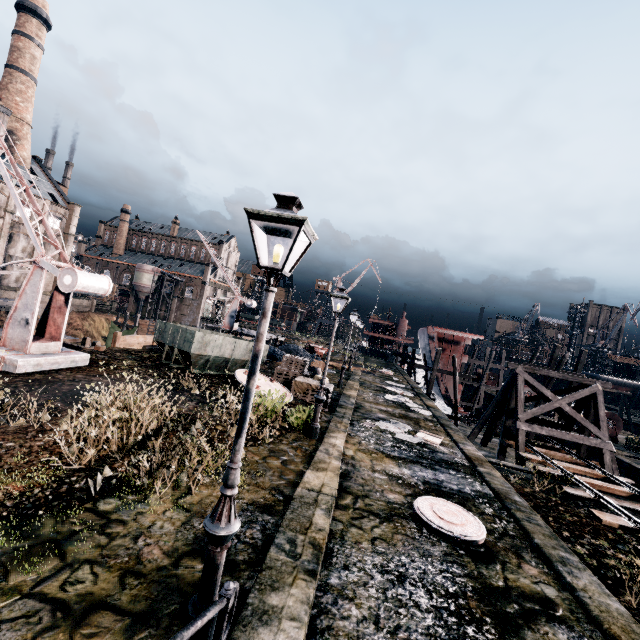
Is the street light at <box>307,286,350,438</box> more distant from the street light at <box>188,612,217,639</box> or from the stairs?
the stairs

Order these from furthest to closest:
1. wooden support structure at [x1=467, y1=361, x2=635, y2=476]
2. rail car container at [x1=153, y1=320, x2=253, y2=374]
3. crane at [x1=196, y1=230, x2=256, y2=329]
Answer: crane at [x1=196, y1=230, x2=256, y2=329], wooden support structure at [x1=467, y1=361, x2=635, y2=476], rail car container at [x1=153, y1=320, x2=253, y2=374]

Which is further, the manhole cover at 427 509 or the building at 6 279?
the building at 6 279

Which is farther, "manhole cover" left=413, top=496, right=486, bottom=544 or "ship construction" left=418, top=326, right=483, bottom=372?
"ship construction" left=418, top=326, right=483, bottom=372

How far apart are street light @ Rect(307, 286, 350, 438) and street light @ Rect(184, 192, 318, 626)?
7.5 meters

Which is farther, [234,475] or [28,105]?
[28,105]

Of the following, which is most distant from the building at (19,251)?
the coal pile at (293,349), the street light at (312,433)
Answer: the coal pile at (293,349)

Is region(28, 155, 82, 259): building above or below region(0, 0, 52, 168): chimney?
below
